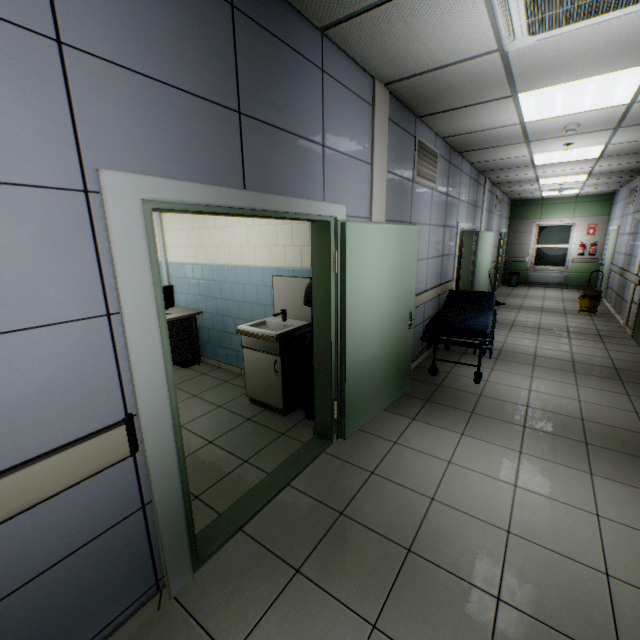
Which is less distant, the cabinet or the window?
the cabinet

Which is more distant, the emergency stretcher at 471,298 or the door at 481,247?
the door at 481,247

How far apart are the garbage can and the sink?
0.1 meters

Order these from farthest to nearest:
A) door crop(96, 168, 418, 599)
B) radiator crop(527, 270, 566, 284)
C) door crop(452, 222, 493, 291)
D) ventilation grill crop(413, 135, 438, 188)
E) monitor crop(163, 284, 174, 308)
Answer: radiator crop(527, 270, 566, 284)
door crop(452, 222, 493, 291)
monitor crop(163, 284, 174, 308)
ventilation grill crop(413, 135, 438, 188)
door crop(96, 168, 418, 599)

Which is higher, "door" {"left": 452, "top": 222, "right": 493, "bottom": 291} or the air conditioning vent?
the air conditioning vent

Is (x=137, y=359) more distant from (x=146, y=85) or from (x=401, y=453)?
(x=401, y=453)

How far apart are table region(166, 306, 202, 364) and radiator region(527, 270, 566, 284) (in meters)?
12.68

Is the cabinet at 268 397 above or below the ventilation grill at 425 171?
below
